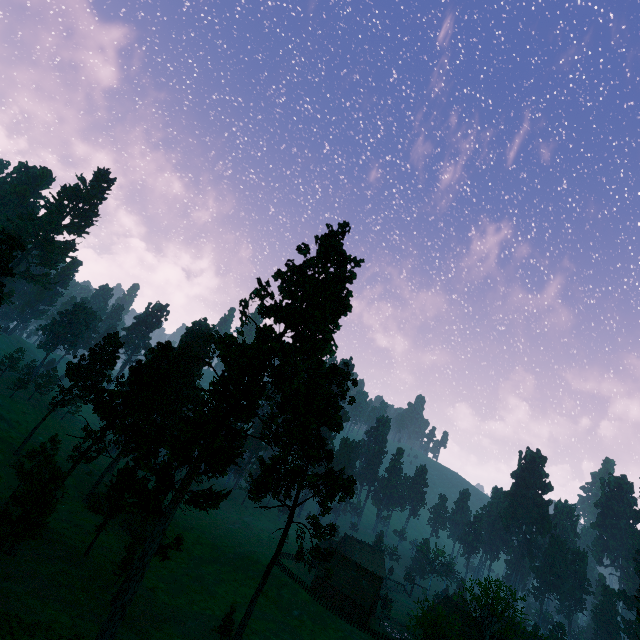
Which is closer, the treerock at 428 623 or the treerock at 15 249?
the treerock at 428 623

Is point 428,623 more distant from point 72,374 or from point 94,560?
point 72,374

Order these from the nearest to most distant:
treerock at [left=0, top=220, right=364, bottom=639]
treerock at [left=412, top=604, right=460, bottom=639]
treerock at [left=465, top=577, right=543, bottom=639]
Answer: treerock at [left=0, top=220, right=364, bottom=639]
treerock at [left=412, top=604, right=460, bottom=639]
treerock at [left=465, top=577, right=543, bottom=639]

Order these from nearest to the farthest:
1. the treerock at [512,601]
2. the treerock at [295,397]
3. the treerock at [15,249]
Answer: the treerock at [295,397] < the treerock at [15,249] < the treerock at [512,601]

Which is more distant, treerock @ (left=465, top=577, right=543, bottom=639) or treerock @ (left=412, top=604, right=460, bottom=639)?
treerock @ (left=465, top=577, right=543, bottom=639)

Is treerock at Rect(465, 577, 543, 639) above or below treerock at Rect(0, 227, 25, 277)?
below
